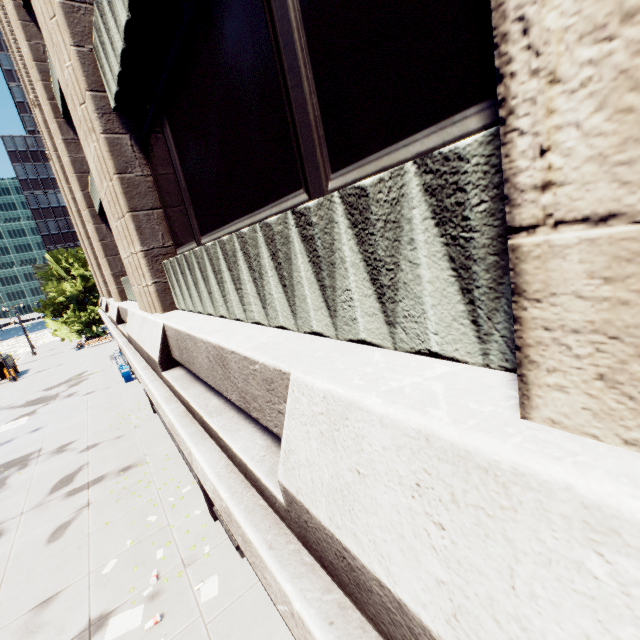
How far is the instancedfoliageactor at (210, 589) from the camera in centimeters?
708cm

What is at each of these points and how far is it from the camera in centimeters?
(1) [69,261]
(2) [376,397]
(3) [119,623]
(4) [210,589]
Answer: (1) tree, 4222cm
(2) building, 152cm
(3) instancedfoliageactor, 692cm
(4) instancedfoliageactor, 723cm

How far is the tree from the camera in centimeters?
4116cm

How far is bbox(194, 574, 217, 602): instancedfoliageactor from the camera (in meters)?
7.08

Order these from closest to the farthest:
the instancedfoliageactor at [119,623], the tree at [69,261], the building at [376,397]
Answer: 1. the building at [376,397]
2. the instancedfoliageactor at [119,623]
3. the tree at [69,261]

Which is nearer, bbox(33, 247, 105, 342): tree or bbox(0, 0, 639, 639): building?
bbox(0, 0, 639, 639): building

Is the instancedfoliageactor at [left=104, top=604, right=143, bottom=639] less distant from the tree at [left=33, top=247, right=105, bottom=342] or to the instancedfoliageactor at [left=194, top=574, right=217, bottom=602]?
the instancedfoliageactor at [left=194, top=574, right=217, bottom=602]

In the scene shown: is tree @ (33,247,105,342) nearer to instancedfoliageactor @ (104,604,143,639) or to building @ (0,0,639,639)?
building @ (0,0,639,639)
